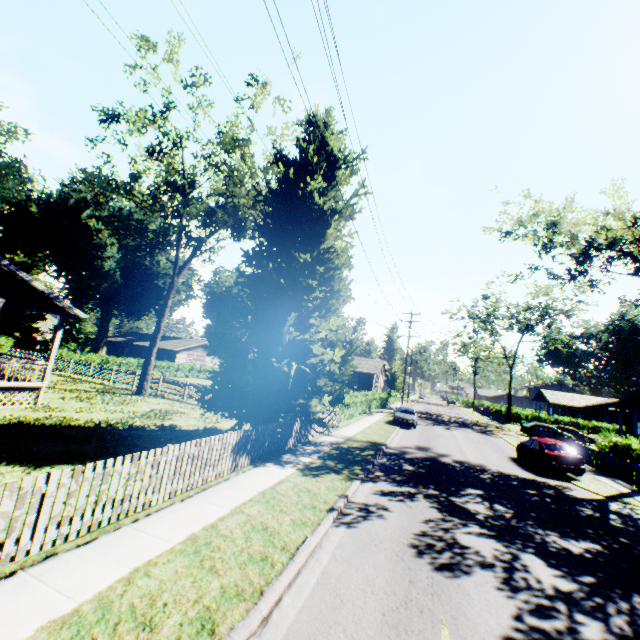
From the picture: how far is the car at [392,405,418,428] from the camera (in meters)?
26.38

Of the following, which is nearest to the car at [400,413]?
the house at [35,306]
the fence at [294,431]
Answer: the fence at [294,431]

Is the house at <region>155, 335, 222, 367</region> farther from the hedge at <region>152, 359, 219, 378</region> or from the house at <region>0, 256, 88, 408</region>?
the house at <region>0, 256, 88, 408</region>

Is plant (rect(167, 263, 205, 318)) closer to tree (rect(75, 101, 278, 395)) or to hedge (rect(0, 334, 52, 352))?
tree (rect(75, 101, 278, 395))

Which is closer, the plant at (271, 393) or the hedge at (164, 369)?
the plant at (271, 393)

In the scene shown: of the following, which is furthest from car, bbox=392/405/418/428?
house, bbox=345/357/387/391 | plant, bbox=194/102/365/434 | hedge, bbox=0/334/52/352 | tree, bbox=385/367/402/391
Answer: hedge, bbox=0/334/52/352

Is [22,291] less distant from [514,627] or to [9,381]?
[9,381]

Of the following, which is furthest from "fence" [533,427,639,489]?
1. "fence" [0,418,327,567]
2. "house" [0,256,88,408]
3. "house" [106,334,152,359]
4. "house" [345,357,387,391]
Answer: "house" [106,334,152,359]
